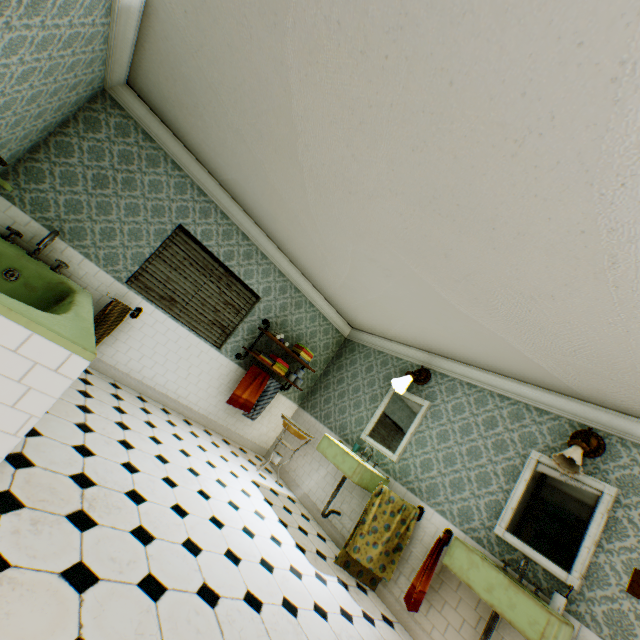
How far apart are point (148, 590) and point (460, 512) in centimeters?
347cm

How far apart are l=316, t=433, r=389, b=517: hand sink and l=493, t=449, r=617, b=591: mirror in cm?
137

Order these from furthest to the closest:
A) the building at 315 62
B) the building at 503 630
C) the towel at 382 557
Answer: the towel at 382 557
the building at 503 630
the building at 315 62

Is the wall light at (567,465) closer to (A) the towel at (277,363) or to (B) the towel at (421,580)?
(B) the towel at (421,580)

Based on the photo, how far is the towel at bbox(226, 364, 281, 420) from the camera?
5.5m

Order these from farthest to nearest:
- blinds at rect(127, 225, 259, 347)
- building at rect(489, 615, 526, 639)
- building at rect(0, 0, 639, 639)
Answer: blinds at rect(127, 225, 259, 347)
building at rect(489, 615, 526, 639)
building at rect(0, 0, 639, 639)

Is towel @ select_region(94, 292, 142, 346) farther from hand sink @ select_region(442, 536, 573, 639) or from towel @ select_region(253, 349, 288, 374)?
hand sink @ select_region(442, 536, 573, 639)

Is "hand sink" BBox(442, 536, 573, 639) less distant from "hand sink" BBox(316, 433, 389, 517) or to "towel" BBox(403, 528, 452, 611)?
"towel" BBox(403, 528, 452, 611)
